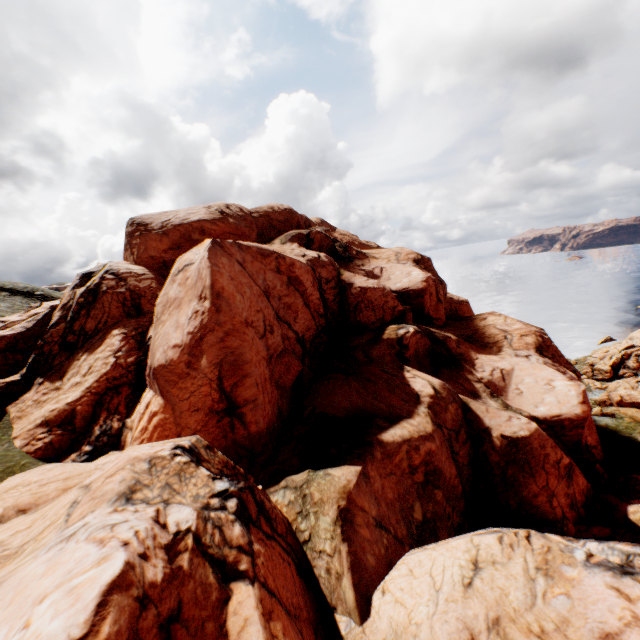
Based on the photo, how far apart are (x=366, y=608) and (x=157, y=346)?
16.1 meters
